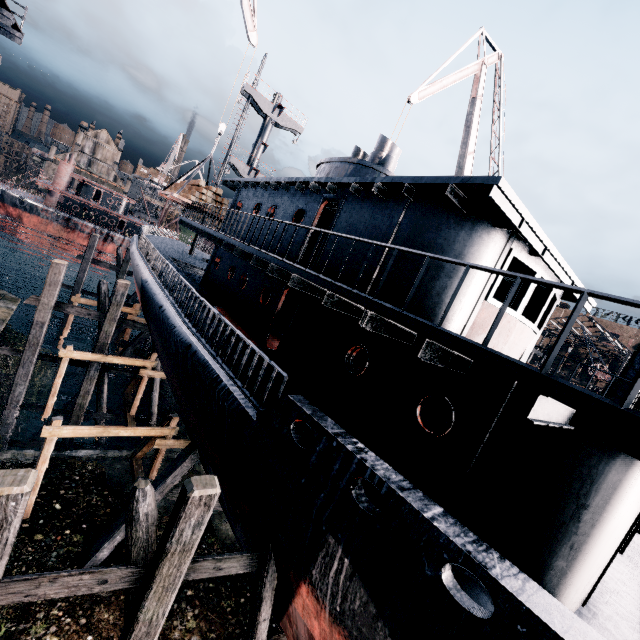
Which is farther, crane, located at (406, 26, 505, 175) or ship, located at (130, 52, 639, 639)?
crane, located at (406, 26, 505, 175)

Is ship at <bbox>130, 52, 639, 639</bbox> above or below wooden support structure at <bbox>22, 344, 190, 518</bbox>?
above

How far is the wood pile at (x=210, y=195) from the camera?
17.9 meters

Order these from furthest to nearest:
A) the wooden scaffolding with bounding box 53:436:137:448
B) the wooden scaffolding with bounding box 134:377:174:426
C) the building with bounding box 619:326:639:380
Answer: the wooden scaffolding with bounding box 134:377:174:426 < the wooden scaffolding with bounding box 53:436:137:448 < the building with bounding box 619:326:639:380

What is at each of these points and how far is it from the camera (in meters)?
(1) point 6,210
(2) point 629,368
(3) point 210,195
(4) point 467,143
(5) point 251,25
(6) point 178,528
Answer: (1) ship, 54.69
(2) building, 16.22
(3) wood pile, 18.23
(4) crane, 22.39
(5) crane, 19.34
(6) wooden scaffolding, 5.57

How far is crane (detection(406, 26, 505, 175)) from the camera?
19.33m

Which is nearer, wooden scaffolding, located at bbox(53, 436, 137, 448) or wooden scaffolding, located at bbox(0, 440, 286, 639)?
wooden scaffolding, located at bbox(0, 440, 286, 639)

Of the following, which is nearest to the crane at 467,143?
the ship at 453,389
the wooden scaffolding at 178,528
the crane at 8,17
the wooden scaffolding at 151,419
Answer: the ship at 453,389
